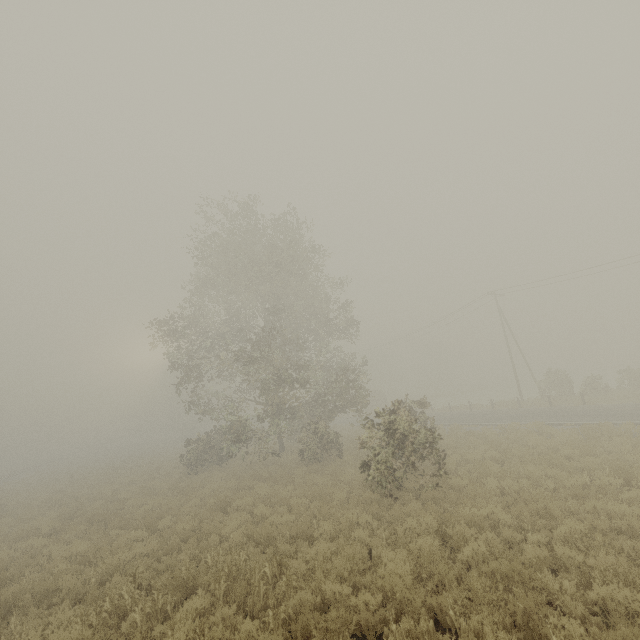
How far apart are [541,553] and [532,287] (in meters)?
34.09
